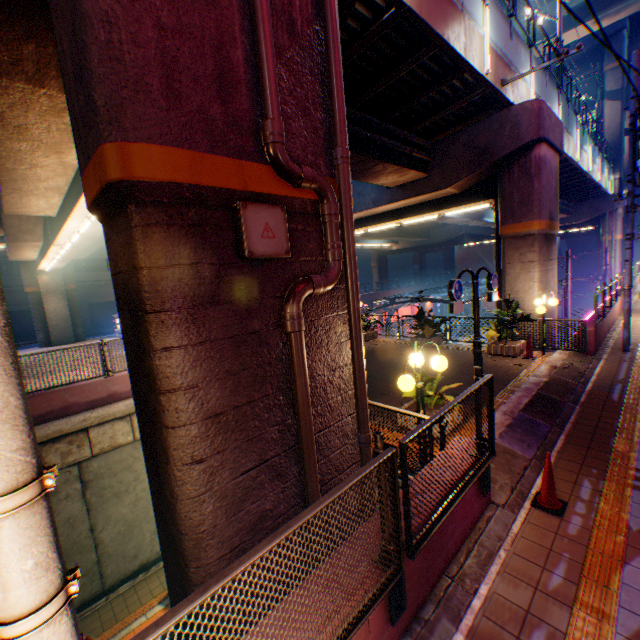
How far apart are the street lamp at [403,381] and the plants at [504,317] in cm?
691

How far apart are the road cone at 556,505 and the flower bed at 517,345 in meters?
7.5

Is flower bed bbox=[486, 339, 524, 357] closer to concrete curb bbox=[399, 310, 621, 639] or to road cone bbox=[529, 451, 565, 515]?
concrete curb bbox=[399, 310, 621, 639]

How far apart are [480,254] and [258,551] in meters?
58.9

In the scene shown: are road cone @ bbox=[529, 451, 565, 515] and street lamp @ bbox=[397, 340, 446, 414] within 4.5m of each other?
yes

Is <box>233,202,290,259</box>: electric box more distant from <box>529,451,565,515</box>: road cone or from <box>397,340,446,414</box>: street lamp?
<box>529,451,565,515</box>: road cone

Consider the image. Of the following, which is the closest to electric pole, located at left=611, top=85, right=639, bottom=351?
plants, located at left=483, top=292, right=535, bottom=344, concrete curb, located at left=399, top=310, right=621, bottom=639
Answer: concrete curb, located at left=399, top=310, right=621, bottom=639

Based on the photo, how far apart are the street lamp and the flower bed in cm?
747
